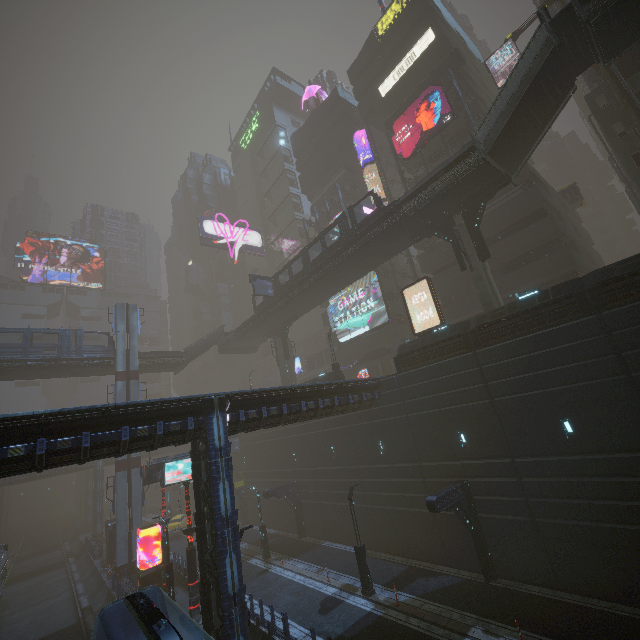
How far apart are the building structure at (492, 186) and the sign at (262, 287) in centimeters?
2104cm

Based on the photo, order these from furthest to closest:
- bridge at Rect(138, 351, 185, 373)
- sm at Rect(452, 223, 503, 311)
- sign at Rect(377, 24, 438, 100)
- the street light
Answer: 1. bridge at Rect(138, 351, 185, 373)
2. sign at Rect(377, 24, 438, 100)
3. sm at Rect(452, 223, 503, 311)
4. the street light

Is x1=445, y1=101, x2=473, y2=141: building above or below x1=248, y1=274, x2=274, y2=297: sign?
above

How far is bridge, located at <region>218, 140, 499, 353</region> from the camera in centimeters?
2181cm

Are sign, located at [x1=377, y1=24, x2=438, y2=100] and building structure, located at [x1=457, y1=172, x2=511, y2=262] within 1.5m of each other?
no

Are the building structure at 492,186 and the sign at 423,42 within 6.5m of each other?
no

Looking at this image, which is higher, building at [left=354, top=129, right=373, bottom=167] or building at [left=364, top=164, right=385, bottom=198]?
building at [left=354, top=129, right=373, bottom=167]

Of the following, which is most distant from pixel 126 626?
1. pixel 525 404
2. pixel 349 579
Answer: pixel 525 404
